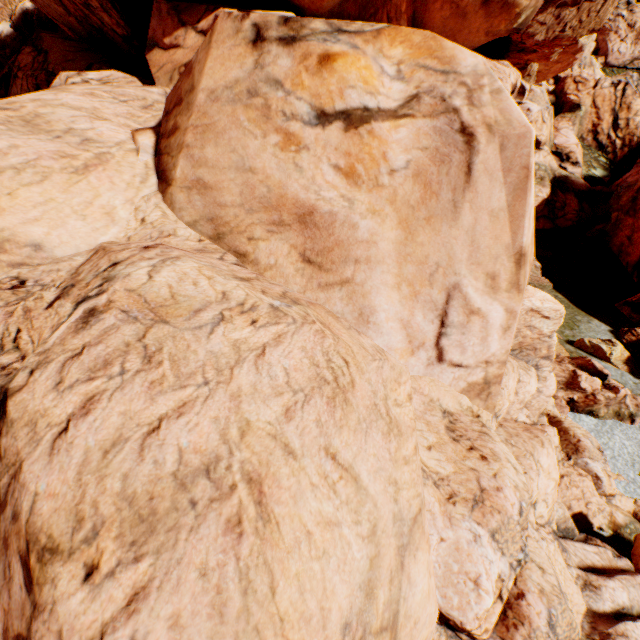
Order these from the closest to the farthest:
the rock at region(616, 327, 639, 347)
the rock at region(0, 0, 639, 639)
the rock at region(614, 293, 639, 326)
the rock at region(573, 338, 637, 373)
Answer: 1. the rock at region(0, 0, 639, 639)
2. the rock at region(573, 338, 637, 373)
3. the rock at region(616, 327, 639, 347)
4. the rock at region(614, 293, 639, 326)

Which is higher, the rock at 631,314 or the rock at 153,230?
the rock at 153,230

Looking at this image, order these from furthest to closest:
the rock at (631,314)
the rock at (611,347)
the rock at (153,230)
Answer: the rock at (631,314) < the rock at (611,347) < the rock at (153,230)

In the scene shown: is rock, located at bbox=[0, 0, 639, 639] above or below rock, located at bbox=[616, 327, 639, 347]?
above

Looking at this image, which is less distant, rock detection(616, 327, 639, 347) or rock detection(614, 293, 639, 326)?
rock detection(616, 327, 639, 347)

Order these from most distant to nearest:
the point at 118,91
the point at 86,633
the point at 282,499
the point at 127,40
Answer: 1. the point at 127,40
2. the point at 118,91
3. the point at 282,499
4. the point at 86,633
